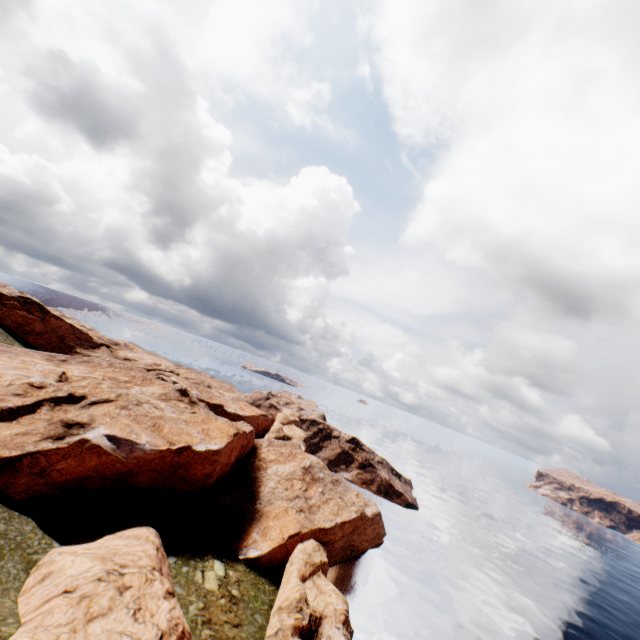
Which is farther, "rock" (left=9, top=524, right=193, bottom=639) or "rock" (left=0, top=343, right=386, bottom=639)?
"rock" (left=0, top=343, right=386, bottom=639)

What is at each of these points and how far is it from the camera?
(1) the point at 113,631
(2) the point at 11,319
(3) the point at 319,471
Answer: (1) rock, 17.47m
(2) rock, 58.06m
(3) rock, 54.44m

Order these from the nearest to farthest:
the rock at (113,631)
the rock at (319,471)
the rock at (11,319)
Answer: the rock at (113,631)
the rock at (319,471)
the rock at (11,319)

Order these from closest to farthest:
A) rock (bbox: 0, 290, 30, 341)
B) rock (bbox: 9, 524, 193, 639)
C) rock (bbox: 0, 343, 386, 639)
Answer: rock (bbox: 9, 524, 193, 639), rock (bbox: 0, 343, 386, 639), rock (bbox: 0, 290, 30, 341)

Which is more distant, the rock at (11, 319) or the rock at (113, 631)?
the rock at (11, 319)

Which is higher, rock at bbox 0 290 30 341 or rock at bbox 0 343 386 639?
rock at bbox 0 290 30 341
